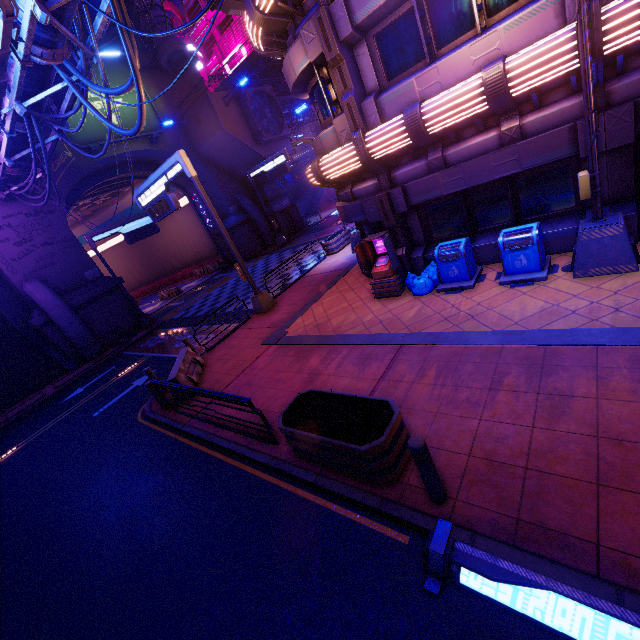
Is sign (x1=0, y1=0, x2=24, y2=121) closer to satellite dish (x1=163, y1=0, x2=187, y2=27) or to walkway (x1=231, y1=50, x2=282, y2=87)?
walkway (x1=231, y1=50, x2=282, y2=87)

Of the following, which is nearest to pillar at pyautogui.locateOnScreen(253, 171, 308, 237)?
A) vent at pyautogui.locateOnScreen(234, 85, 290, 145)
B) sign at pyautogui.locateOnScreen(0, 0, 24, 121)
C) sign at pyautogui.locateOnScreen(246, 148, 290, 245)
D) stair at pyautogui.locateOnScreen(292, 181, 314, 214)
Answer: sign at pyautogui.locateOnScreen(246, 148, 290, 245)

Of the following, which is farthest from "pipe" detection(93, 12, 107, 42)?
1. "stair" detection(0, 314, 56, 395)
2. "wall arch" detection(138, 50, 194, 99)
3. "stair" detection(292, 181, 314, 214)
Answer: "stair" detection(292, 181, 314, 214)

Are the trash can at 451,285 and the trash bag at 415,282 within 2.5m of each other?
yes

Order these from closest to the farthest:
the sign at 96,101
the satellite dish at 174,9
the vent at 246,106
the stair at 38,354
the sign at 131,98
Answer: the stair at 38,354, the sign at 96,101, the sign at 131,98, the vent at 246,106, the satellite dish at 174,9

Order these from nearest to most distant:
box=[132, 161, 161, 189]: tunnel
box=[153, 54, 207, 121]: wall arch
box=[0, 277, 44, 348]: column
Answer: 1. box=[0, 277, 44, 348]: column
2. box=[153, 54, 207, 121]: wall arch
3. box=[132, 161, 161, 189]: tunnel

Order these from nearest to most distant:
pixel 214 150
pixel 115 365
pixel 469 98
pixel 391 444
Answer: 1. pixel 391 444
2. pixel 469 98
3. pixel 115 365
4. pixel 214 150

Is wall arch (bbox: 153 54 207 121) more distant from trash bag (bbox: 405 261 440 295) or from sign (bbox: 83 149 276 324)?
trash bag (bbox: 405 261 440 295)
